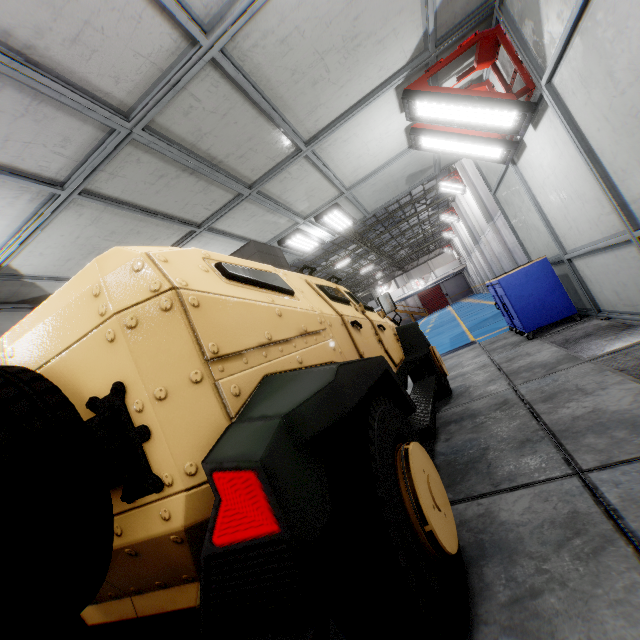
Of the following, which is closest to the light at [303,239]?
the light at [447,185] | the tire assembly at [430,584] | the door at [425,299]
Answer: the tire assembly at [430,584]

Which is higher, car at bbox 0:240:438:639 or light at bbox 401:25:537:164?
light at bbox 401:25:537:164

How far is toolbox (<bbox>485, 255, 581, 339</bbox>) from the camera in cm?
532

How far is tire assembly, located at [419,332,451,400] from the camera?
4.3m

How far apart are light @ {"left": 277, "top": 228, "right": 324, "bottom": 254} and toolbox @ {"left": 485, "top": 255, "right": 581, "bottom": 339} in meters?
4.0 m

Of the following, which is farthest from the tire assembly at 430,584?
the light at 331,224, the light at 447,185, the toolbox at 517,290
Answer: the light at 447,185

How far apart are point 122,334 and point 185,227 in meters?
4.4 m

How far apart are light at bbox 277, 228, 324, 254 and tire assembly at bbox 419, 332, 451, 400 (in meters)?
3.60
